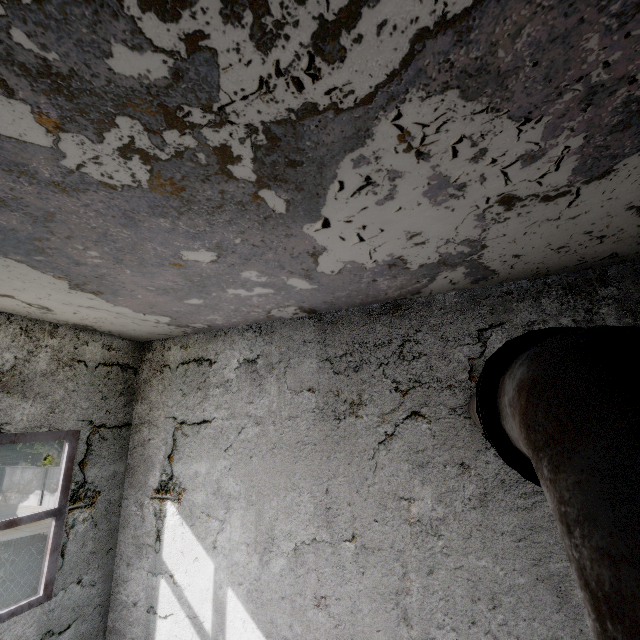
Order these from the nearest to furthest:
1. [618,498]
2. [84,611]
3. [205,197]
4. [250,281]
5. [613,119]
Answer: [618,498] → [613,119] → [205,197] → [250,281] → [84,611]

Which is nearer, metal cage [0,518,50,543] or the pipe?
the pipe

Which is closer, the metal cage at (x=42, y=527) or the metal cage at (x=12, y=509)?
the metal cage at (x=42, y=527)

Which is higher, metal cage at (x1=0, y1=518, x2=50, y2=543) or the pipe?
the pipe

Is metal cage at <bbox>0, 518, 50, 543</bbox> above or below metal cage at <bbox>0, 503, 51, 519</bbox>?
above

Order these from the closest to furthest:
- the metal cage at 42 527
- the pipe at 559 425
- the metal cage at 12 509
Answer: the pipe at 559 425 → the metal cage at 42 527 → the metal cage at 12 509

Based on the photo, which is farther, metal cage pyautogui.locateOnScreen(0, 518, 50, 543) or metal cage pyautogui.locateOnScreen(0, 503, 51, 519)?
metal cage pyautogui.locateOnScreen(0, 503, 51, 519)

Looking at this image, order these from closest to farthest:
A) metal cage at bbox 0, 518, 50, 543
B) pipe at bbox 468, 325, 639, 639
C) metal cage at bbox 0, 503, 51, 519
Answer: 1. pipe at bbox 468, 325, 639, 639
2. metal cage at bbox 0, 518, 50, 543
3. metal cage at bbox 0, 503, 51, 519
